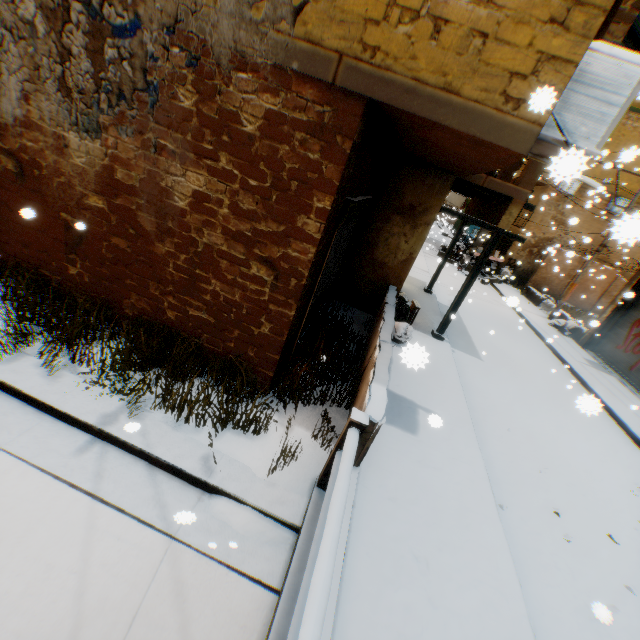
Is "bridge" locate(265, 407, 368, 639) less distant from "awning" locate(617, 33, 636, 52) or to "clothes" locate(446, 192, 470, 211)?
"awning" locate(617, 33, 636, 52)

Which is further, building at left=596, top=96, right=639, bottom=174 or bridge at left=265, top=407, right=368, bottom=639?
building at left=596, top=96, right=639, bottom=174

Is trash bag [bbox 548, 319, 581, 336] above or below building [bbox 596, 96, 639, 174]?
below

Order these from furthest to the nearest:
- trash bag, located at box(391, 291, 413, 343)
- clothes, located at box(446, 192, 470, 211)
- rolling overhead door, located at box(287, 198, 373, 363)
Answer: clothes, located at box(446, 192, 470, 211)
trash bag, located at box(391, 291, 413, 343)
rolling overhead door, located at box(287, 198, 373, 363)

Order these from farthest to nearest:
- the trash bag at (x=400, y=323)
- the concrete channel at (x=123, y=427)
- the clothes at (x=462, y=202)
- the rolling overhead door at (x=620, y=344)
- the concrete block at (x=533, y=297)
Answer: the clothes at (x=462, y=202) < the concrete block at (x=533, y=297) < the rolling overhead door at (x=620, y=344) < the trash bag at (x=400, y=323) < the concrete channel at (x=123, y=427)

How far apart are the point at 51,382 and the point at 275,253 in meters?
3.4 m

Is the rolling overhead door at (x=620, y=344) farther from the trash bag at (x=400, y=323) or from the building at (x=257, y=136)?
the trash bag at (x=400, y=323)

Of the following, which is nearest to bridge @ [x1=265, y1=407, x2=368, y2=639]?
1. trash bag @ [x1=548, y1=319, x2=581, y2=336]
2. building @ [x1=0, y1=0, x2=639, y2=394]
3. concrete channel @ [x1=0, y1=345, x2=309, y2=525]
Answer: concrete channel @ [x1=0, y1=345, x2=309, y2=525]
